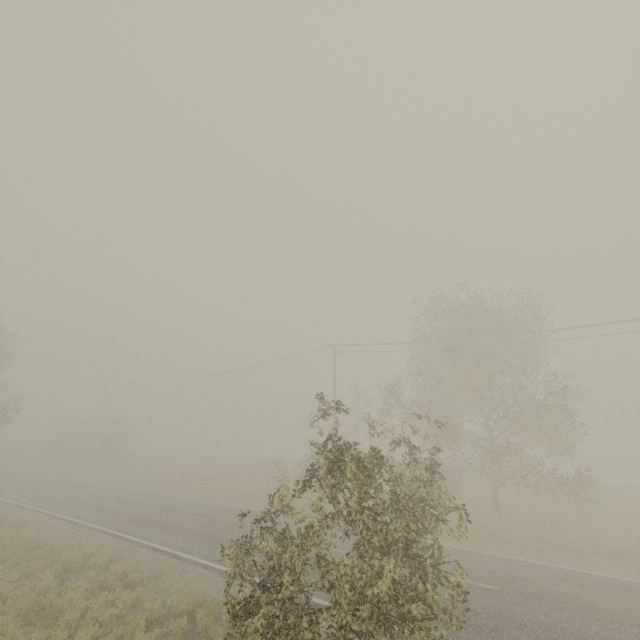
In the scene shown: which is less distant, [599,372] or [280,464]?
[280,464]
